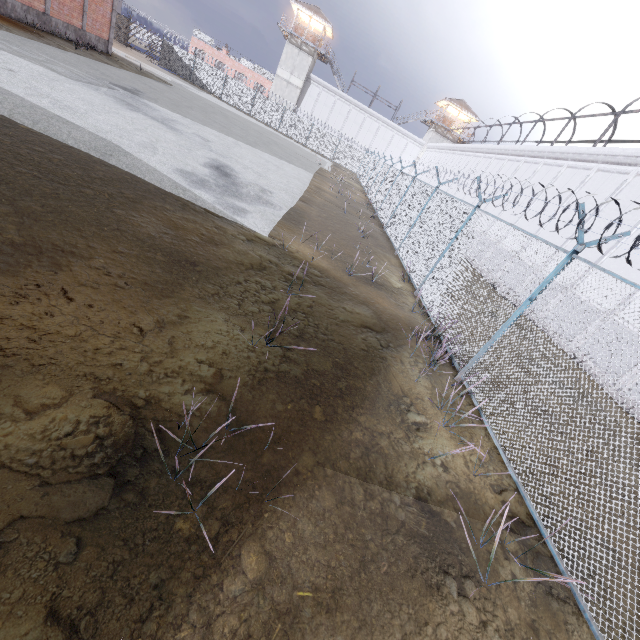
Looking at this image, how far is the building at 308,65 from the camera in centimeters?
4397cm

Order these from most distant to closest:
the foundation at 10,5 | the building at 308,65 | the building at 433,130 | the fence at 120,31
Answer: the building at 433,130, the building at 308,65, the fence at 120,31, the foundation at 10,5

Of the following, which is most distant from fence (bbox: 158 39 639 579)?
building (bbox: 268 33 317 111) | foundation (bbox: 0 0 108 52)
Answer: foundation (bbox: 0 0 108 52)

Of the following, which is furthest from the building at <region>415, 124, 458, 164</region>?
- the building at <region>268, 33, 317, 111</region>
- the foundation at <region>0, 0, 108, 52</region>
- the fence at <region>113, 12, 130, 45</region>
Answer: the foundation at <region>0, 0, 108, 52</region>

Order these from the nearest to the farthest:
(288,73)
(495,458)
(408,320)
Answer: (495,458) → (408,320) → (288,73)

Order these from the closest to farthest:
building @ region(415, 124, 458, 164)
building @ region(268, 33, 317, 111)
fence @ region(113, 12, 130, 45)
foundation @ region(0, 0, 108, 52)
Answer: foundation @ region(0, 0, 108, 52)
fence @ region(113, 12, 130, 45)
building @ region(268, 33, 317, 111)
building @ region(415, 124, 458, 164)

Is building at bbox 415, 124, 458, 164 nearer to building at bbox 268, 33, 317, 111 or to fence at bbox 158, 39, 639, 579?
fence at bbox 158, 39, 639, 579
